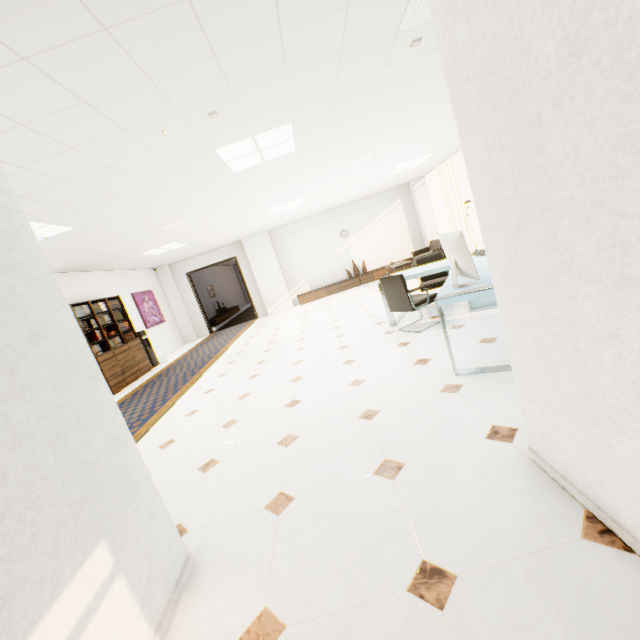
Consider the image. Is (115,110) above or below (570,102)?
above

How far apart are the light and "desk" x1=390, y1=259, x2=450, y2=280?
2.34m

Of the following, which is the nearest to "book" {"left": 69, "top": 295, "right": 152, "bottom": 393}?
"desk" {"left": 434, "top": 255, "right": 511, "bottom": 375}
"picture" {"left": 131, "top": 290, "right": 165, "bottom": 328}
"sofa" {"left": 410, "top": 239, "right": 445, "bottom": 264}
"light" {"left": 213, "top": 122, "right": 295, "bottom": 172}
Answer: "picture" {"left": 131, "top": 290, "right": 165, "bottom": 328}

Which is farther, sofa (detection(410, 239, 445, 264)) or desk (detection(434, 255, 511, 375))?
sofa (detection(410, 239, 445, 264))

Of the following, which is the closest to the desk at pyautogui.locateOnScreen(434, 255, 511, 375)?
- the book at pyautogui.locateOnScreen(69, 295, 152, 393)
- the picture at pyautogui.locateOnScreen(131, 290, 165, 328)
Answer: the book at pyautogui.locateOnScreen(69, 295, 152, 393)

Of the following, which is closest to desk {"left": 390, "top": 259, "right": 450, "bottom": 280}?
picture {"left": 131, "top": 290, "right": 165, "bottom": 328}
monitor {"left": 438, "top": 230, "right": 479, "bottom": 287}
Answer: monitor {"left": 438, "top": 230, "right": 479, "bottom": 287}

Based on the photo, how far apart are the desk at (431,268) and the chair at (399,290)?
0.1 meters

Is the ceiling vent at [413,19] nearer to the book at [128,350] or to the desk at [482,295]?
the desk at [482,295]
